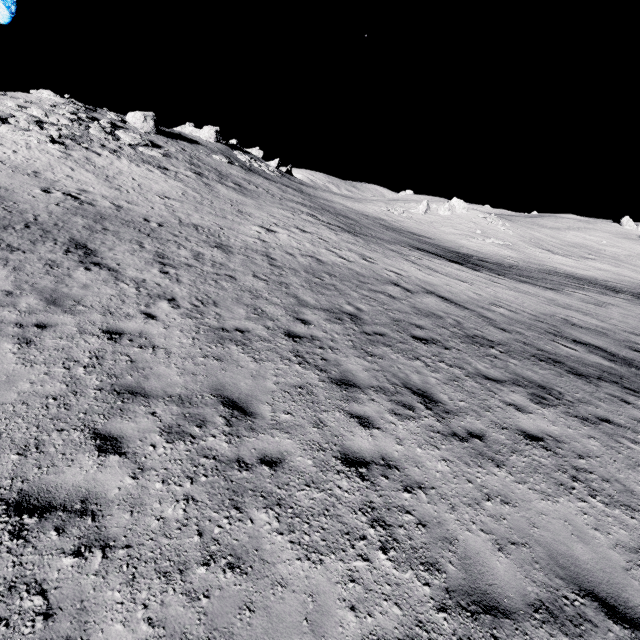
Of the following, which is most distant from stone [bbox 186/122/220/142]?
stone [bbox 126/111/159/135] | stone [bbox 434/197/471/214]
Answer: stone [bbox 434/197/471/214]

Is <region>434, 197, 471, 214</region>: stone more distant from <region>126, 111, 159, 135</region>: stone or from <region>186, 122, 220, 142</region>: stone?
<region>126, 111, 159, 135</region>: stone

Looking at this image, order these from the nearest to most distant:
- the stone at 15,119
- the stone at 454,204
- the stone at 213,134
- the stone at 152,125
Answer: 1. the stone at 15,119
2. the stone at 152,125
3. the stone at 213,134
4. the stone at 454,204

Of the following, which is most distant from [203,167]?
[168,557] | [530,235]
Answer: [530,235]

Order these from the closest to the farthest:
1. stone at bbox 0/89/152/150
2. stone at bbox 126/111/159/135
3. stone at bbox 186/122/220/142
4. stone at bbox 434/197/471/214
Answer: stone at bbox 0/89/152/150 → stone at bbox 126/111/159/135 → stone at bbox 186/122/220/142 → stone at bbox 434/197/471/214

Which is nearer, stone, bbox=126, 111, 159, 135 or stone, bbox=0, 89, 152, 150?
stone, bbox=0, 89, 152, 150

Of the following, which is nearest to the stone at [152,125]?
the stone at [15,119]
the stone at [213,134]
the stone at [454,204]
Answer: the stone at [15,119]

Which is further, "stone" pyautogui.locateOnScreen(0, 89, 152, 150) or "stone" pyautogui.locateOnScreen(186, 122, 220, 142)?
"stone" pyautogui.locateOnScreen(186, 122, 220, 142)
